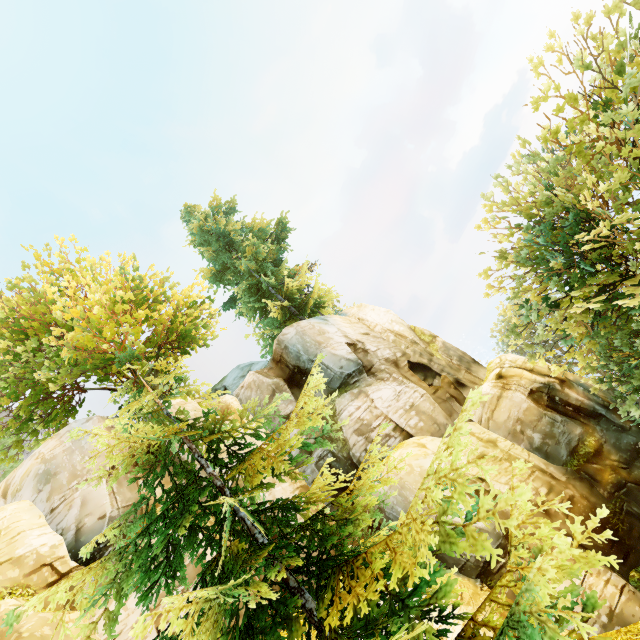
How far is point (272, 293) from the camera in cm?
2209

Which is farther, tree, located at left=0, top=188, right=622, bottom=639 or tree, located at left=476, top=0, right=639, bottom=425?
tree, located at left=476, top=0, right=639, bottom=425

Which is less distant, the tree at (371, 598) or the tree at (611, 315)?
the tree at (371, 598)
